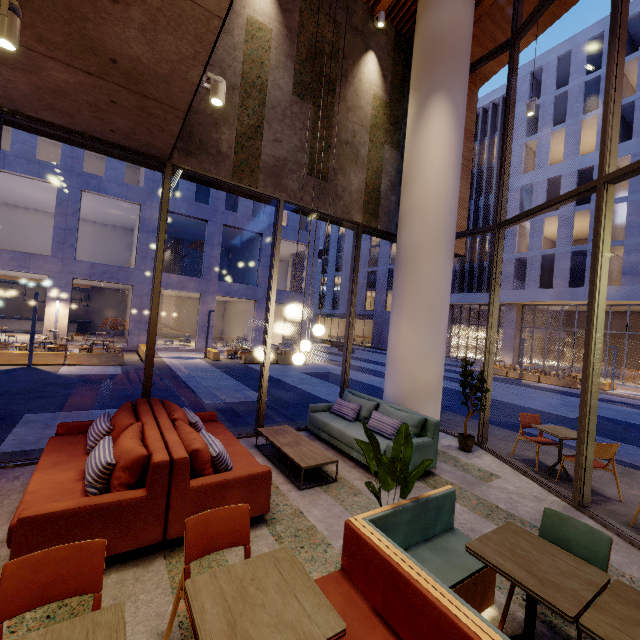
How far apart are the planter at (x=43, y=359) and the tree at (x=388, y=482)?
14.40m

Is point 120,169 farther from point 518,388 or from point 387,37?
point 518,388

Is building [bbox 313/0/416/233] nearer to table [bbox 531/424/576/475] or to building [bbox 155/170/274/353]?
table [bbox 531/424/576/475]

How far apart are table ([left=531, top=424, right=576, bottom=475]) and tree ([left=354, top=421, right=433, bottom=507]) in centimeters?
383cm

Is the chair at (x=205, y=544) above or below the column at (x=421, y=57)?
below

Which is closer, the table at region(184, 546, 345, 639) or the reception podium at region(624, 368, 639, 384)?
the table at region(184, 546, 345, 639)

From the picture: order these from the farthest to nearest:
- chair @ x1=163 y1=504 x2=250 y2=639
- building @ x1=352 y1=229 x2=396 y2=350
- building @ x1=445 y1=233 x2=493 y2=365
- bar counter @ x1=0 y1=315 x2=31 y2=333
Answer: building @ x1=352 y1=229 x2=396 y2=350 → building @ x1=445 y1=233 x2=493 y2=365 → bar counter @ x1=0 y1=315 x2=31 y2=333 → chair @ x1=163 y1=504 x2=250 y2=639

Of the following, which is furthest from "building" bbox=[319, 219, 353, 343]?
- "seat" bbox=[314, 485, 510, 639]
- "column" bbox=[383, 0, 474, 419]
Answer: "seat" bbox=[314, 485, 510, 639]
